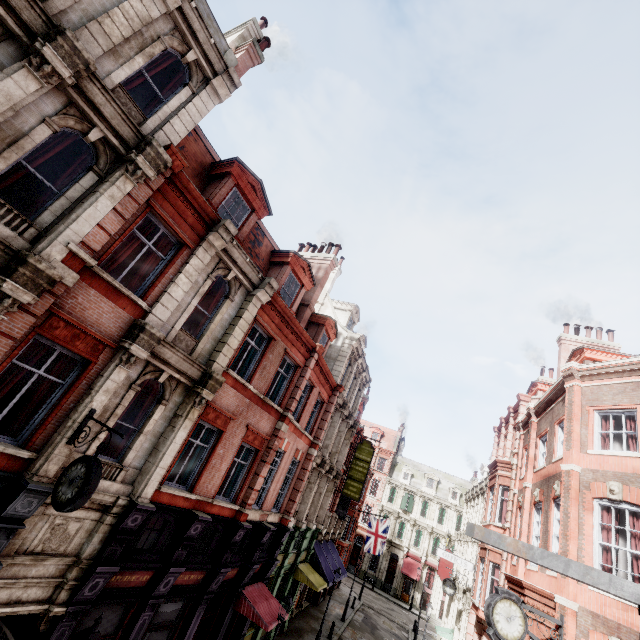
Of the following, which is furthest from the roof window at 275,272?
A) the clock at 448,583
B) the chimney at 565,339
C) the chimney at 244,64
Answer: the clock at 448,583

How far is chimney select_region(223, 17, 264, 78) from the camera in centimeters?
1309cm

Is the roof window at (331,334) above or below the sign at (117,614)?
above

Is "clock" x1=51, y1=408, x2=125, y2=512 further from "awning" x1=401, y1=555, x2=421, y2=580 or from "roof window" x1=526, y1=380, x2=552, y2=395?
"awning" x1=401, y1=555, x2=421, y2=580

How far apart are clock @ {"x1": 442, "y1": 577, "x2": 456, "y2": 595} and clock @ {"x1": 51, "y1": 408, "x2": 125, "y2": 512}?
27.86m

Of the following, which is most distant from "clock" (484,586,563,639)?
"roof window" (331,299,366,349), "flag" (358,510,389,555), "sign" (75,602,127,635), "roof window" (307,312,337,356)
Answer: "flag" (358,510,389,555)

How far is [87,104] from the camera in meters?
7.1

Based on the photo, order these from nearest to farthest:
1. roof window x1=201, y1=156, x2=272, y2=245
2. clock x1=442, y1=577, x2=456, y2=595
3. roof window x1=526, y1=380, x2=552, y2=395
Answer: roof window x1=201, y1=156, x2=272, y2=245
roof window x1=526, y1=380, x2=552, y2=395
clock x1=442, y1=577, x2=456, y2=595
